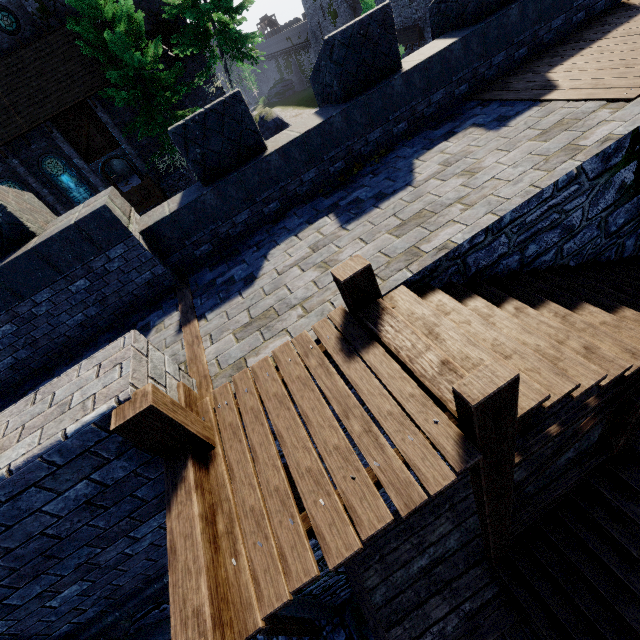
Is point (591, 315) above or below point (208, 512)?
below

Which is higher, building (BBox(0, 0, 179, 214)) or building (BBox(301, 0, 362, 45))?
building (BBox(0, 0, 179, 214))

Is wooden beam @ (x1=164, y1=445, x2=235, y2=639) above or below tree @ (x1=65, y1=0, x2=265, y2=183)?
below

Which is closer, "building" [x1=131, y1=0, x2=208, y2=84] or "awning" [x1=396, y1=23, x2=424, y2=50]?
"building" [x1=131, y1=0, x2=208, y2=84]

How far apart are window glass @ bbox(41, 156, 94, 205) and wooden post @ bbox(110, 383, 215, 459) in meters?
25.8

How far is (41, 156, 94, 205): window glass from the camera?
20.39m

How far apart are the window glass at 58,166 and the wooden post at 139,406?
25.76m

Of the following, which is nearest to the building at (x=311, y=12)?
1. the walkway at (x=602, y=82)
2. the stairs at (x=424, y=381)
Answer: the walkway at (x=602, y=82)
